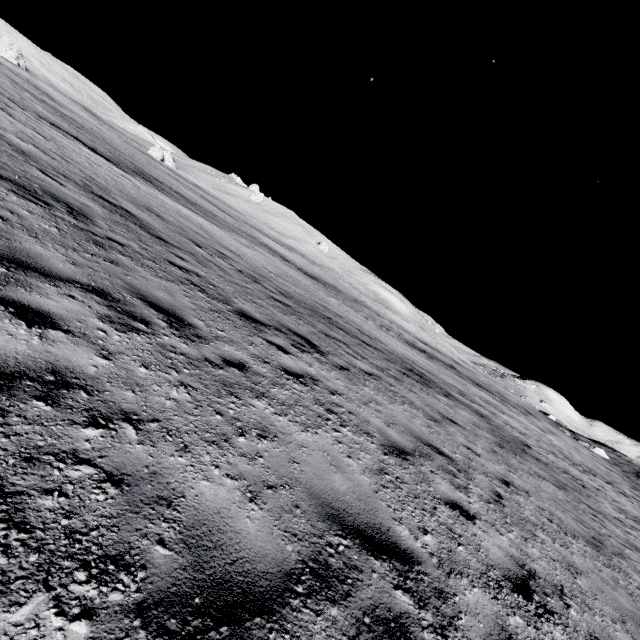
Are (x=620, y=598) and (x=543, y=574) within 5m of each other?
yes
